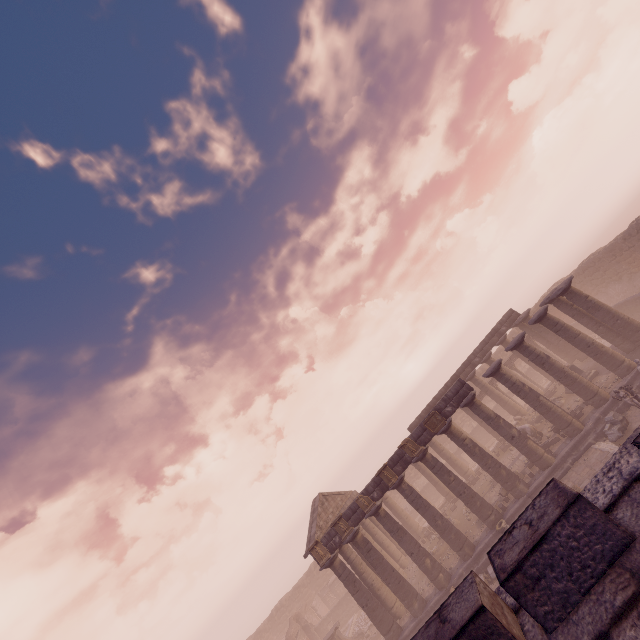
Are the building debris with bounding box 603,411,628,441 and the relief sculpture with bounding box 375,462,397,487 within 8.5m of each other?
no

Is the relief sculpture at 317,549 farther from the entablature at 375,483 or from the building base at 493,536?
the building base at 493,536

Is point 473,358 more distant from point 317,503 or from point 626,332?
point 317,503

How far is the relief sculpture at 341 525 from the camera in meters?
20.0

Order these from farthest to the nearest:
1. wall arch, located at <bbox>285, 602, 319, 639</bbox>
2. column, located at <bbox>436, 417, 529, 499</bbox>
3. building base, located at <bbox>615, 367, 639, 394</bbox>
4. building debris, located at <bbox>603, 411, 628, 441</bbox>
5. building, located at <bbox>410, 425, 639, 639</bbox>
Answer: wall arch, located at <bbox>285, 602, 319, 639</bbox> < column, located at <bbox>436, 417, 529, 499</bbox> < building base, located at <bbox>615, 367, 639, 394</bbox> < building debris, located at <bbox>603, 411, 628, 441</bbox> < building, located at <bbox>410, 425, 639, 639</bbox>

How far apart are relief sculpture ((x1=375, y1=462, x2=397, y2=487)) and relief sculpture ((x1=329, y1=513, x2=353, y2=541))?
3.32m

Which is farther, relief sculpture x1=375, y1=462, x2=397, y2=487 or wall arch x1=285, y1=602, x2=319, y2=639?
wall arch x1=285, y1=602, x2=319, y2=639

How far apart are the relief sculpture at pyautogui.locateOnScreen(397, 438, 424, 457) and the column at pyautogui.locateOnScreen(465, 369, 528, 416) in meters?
11.9
